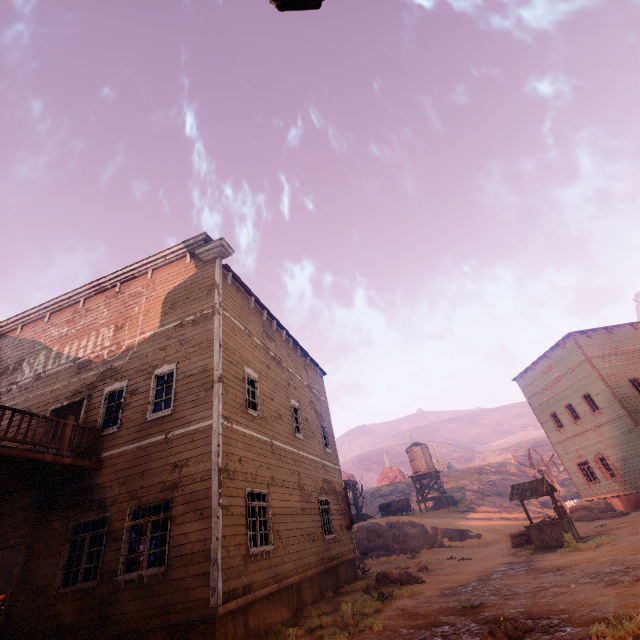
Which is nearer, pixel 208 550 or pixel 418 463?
pixel 208 550

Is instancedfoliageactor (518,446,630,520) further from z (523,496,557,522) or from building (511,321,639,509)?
building (511,321,639,509)

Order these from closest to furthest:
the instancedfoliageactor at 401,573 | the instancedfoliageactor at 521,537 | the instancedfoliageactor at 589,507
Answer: the instancedfoliageactor at 401,573 → the instancedfoliageactor at 521,537 → the instancedfoliageactor at 589,507

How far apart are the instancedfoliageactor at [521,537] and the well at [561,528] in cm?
82

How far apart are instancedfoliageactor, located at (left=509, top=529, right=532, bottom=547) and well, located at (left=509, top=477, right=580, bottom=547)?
0.8 meters

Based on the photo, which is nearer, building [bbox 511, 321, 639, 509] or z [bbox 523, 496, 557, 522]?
building [bbox 511, 321, 639, 509]

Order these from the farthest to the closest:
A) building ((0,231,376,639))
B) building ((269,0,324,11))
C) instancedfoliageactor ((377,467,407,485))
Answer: instancedfoliageactor ((377,467,407,485))
building ((0,231,376,639))
building ((269,0,324,11))

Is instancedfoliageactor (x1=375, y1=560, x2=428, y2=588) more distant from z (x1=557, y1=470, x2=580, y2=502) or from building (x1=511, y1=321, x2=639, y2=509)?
z (x1=557, y1=470, x2=580, y2=502)
